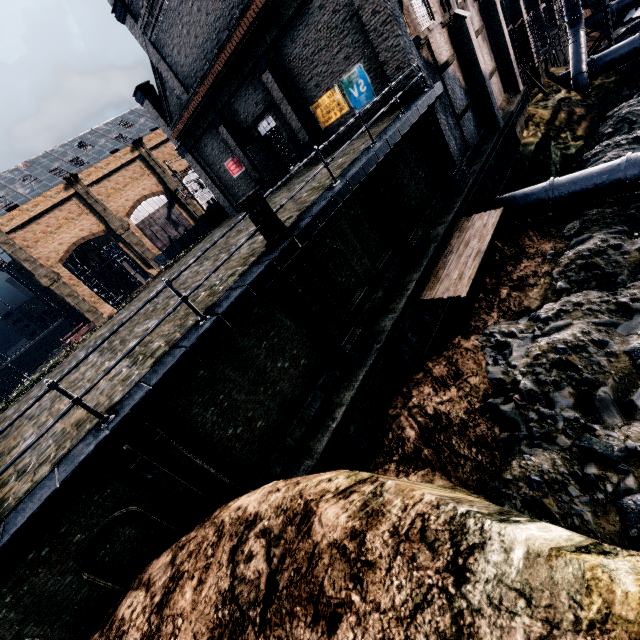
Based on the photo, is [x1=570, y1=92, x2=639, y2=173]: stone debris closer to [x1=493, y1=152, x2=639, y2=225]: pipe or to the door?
[x1=493, y1=152, x2=639, y2=225]: pipe

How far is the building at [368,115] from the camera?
16.2 meters

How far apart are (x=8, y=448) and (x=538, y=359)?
17.95m

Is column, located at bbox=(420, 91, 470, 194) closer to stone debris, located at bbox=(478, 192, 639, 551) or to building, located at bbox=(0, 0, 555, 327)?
building, located at bbox=(0, 0, 555, 327)

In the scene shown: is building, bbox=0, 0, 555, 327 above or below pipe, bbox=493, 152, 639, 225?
above

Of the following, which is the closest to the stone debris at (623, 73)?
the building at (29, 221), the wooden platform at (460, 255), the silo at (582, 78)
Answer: the silo at (582, 78)

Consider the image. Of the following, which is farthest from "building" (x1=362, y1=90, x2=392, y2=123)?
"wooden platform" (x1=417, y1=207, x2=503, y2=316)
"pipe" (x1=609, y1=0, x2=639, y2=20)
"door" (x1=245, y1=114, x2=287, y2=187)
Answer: "pipe" (x1=609, y1=0, x2=639, y2=20)

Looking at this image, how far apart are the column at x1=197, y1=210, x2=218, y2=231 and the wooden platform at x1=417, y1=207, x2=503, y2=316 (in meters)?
25.36
